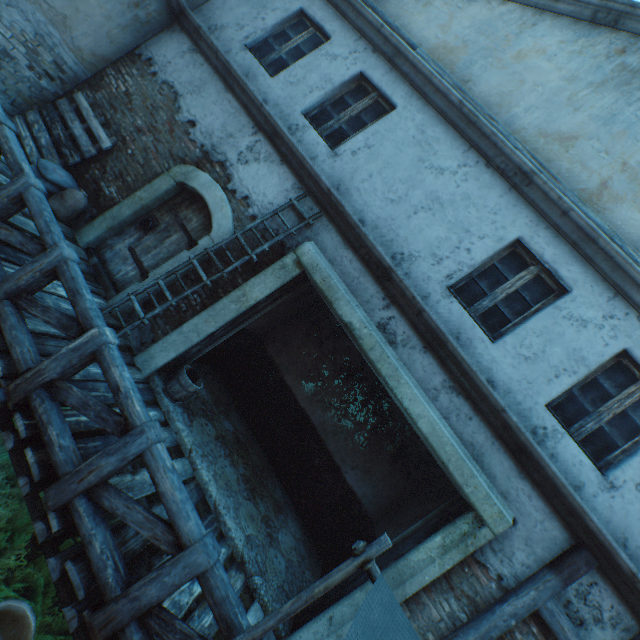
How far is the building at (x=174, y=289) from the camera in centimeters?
515cm

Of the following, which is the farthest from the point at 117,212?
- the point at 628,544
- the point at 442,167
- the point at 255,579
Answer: the point at 628,544

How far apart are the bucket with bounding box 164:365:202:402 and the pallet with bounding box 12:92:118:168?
4.2m

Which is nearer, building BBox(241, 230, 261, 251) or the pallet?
building BBox(241, 230, 261, 251)

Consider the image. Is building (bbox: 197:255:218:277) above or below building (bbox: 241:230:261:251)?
below

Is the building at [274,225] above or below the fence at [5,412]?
above

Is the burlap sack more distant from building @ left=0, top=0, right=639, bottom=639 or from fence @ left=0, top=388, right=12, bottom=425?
fence @ left=0, top=388, right=12, bottom=425

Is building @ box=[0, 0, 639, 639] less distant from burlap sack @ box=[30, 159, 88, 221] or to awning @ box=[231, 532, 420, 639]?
burlap sack @ box=[30, 159, 88, 221]
